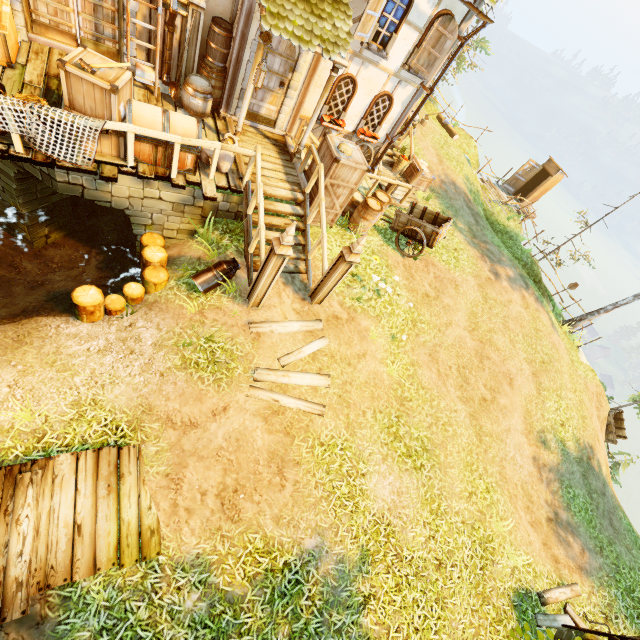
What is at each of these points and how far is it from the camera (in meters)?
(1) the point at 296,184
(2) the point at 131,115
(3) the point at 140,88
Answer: (1) wooden platform, 8.59
(2) chest, 5.88
(3) wooden platform, 7.76

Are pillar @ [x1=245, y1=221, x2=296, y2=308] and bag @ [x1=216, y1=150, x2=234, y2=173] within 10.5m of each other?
yes

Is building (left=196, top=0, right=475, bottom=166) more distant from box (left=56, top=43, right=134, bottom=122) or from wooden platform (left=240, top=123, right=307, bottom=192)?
box (left=56, top=43, right=134, bottom=122)

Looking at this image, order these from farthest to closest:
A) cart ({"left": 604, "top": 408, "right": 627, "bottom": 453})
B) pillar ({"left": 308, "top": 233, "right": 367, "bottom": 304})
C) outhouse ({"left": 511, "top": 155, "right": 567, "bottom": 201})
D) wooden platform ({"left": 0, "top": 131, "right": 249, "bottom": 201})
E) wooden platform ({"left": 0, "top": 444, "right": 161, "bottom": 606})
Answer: outhouse ({"left": 511, "top": 155, "right": 567, "bottom": 201}) < cart ({"left": 604, "top": 408, "right": 627, "bottom": 453}) < pillar ({"left": 308, "top": 233, "right": 367, "bottom": 304}) < wooden platform ({"left": 0, "top": 131, "right": 249, "bottom": 201}) < wooden platform ({"left": 0, "top": 444, "right": 161, "bottom": 606})

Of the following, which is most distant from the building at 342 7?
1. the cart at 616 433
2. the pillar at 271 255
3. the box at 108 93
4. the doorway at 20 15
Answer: the cart at 616 433

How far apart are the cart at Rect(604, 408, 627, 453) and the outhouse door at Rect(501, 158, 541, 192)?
13.85m

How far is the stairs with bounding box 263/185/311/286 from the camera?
8.0 meters

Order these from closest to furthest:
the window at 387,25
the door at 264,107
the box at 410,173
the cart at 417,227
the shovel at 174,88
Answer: the shovel at 174,88 → the door at 264,107 → the window at 387,25 → the cart at 417,227 → the box at 410,173
